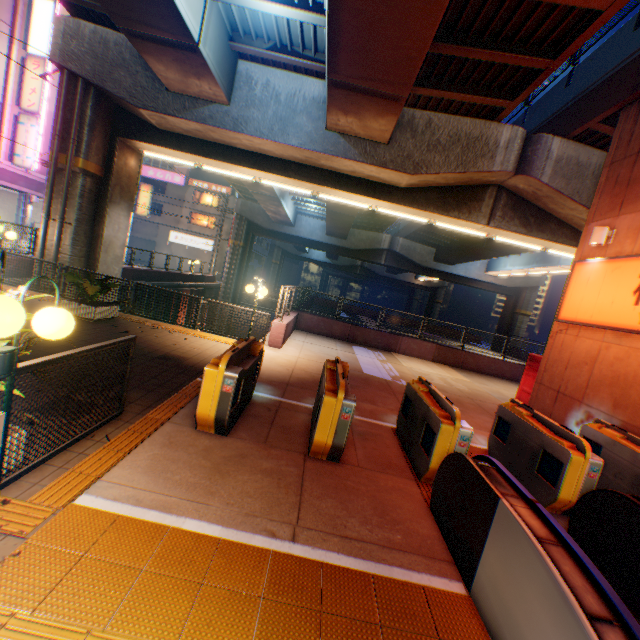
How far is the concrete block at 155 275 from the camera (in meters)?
19.64

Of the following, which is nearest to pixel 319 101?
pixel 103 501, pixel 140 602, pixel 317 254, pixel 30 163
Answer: pixel 103 501

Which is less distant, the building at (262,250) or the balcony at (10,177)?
the balcony at (10,177)

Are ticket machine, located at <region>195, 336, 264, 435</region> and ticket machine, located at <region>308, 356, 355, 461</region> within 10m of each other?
yes

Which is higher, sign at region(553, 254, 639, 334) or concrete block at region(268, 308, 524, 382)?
sign at region(553, 254, 639, 334)

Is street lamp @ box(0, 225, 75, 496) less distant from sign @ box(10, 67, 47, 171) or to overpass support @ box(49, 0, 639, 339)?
overpass support @ box(49, 0, 639, 339)

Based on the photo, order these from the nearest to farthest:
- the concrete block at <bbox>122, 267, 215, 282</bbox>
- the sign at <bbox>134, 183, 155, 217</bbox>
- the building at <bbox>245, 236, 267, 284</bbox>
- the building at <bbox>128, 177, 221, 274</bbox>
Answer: the concrete block at <bbox>122, 267, 215, 282</bbox> → the sign at <bbox>134, 183, 155, 217</bbox> → the building at <bbox>128, 177, 221, 274</bbox> → the building at <bbox>245, 236, 267, 284</bbox>

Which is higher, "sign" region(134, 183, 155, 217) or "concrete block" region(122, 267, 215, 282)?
"sign" region(134, 183, 155, 217)
